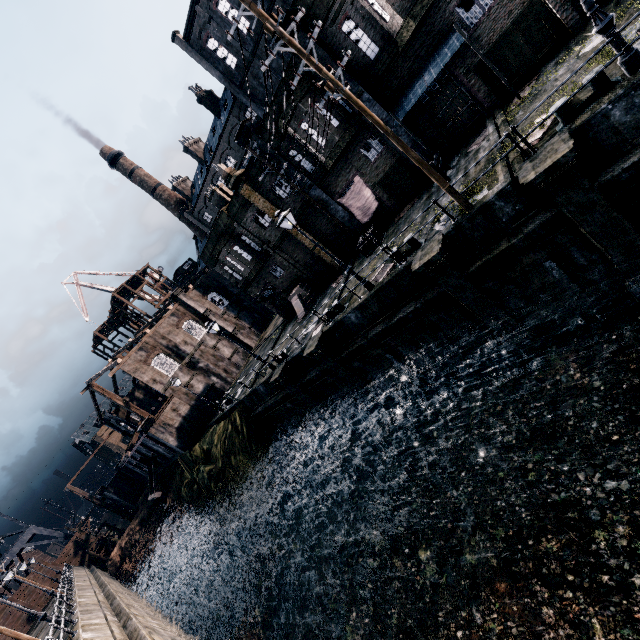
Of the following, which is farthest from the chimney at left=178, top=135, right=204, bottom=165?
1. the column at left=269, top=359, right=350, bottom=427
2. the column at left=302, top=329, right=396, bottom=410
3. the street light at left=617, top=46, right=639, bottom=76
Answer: the street light at left=617, top=46, right=639, bottom=76

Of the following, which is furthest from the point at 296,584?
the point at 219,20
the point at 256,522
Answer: the point at 219,20

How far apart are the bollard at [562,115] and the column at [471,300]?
4.7m

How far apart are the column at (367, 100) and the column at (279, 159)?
4.6 meters

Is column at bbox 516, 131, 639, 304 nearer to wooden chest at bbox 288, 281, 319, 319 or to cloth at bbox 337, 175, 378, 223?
cloth at bbox 337, 175, 378, 223

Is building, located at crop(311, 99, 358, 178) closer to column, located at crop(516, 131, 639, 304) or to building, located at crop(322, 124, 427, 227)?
building, located at crop(322, 124, 427, 227)

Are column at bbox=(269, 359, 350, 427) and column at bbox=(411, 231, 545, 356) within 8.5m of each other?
no

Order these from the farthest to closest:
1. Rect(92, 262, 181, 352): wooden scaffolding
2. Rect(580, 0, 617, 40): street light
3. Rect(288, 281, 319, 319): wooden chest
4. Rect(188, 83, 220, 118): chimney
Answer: Rect(92, 262, 181, 352): wooden scaffolding
Rect(188, 83, 220, 118): chimney
Rect(288, 281, 319, 319): wooden chest
Rect(580, 0, 617, 40): street light
